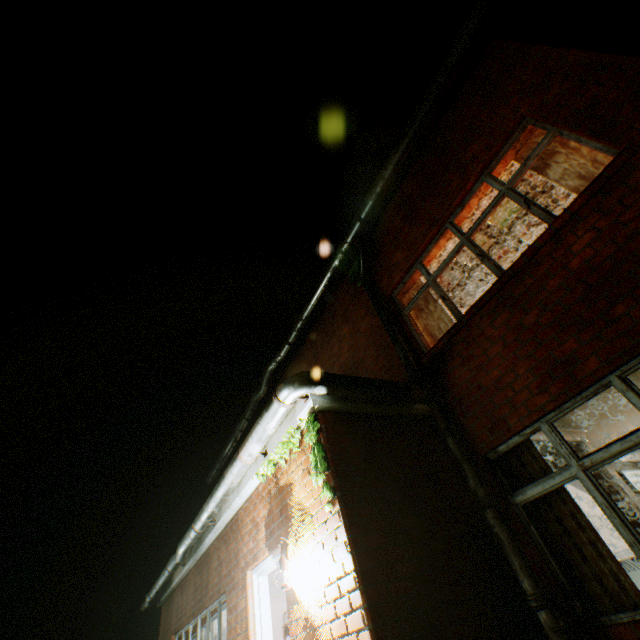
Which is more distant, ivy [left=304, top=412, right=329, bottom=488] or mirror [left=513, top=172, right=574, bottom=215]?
mirror [left=513, top=172, right=574, bottom=215]

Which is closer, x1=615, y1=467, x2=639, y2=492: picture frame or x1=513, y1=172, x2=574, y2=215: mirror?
x1=513, y1=172, x2=574, y2=215: mirror

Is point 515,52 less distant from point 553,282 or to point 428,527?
point 553,282

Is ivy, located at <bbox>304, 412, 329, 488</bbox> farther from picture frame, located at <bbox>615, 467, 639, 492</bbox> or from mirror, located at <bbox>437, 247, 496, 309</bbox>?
picture frame, located at <bbox>615, 467, 639, 492</bbox>

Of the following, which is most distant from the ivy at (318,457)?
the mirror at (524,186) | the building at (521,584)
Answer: the mirror at (524,186)

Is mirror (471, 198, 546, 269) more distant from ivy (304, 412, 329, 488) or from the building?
ivy (304, 412, 329, 488)

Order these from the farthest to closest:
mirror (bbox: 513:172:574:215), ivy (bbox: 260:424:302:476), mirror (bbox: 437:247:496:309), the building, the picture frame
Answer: the picture frame
mirror (bbox: 437:247:496:309)
mirror (bbox: 513:172:574:215)
ivy (bbox: 260:424:302:476)
the building

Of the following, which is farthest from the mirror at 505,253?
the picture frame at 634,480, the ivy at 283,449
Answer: the ivy at 283,449
